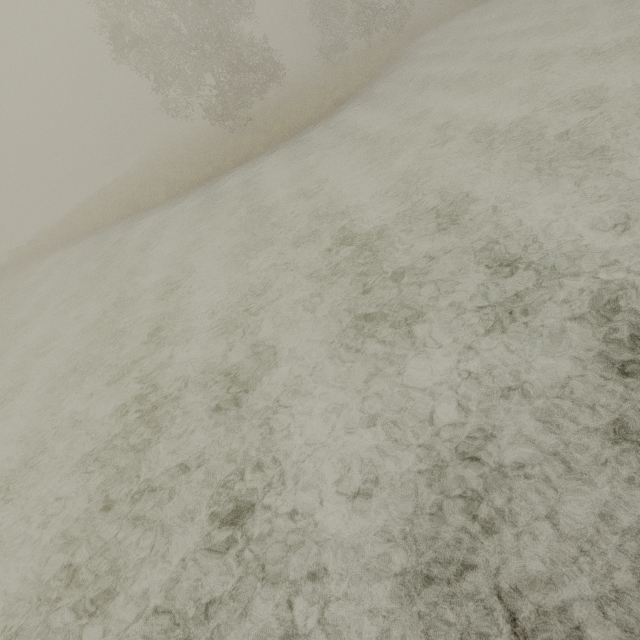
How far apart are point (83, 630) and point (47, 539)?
1.7m
